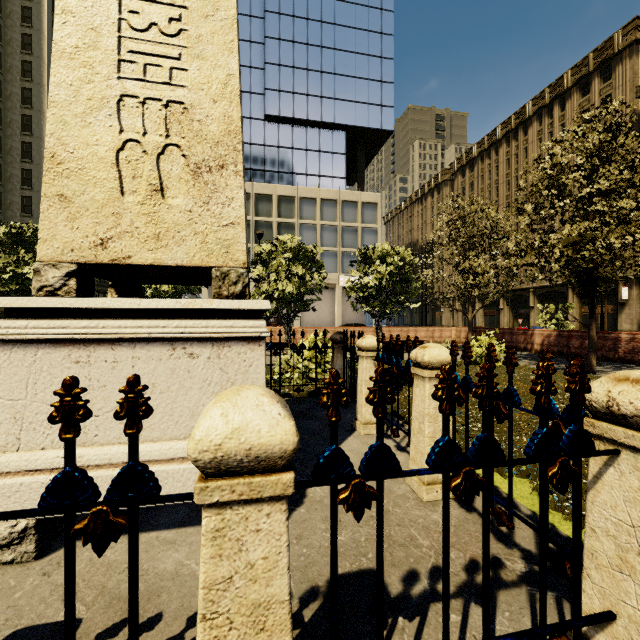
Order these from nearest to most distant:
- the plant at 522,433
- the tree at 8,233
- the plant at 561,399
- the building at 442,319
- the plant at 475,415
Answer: the plant at 522,433 → the plant at 475,415 → the plant at 561,399 → the tree at 8,233 → the building at 442,319

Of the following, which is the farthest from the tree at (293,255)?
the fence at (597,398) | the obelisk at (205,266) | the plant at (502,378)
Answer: the obelisk at (205,266)

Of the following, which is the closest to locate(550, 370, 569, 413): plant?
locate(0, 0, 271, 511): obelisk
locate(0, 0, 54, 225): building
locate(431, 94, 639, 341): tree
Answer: locate(431, 94, 639, 341): tree

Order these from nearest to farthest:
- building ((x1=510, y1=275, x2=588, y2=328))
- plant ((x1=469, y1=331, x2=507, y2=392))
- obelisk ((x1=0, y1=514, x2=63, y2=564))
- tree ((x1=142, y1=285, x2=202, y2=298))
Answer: obelisk ((x1=0, y1=514, x2=63, y2=564)) → plant ((x1=469, y1=331, x2=507, y2=392)) → tree ((x1=142, y1=285, x2=202, y2=298)) → building ((x1=510, y1=275, x2=588, y2=328))

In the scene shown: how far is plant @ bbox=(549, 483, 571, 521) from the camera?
2.78m

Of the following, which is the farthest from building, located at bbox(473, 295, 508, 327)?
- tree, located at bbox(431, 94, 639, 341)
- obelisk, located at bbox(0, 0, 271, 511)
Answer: obelisk, located at bbox(0, 0, 271, 511)

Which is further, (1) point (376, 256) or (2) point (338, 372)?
(1) point (376, 256)
